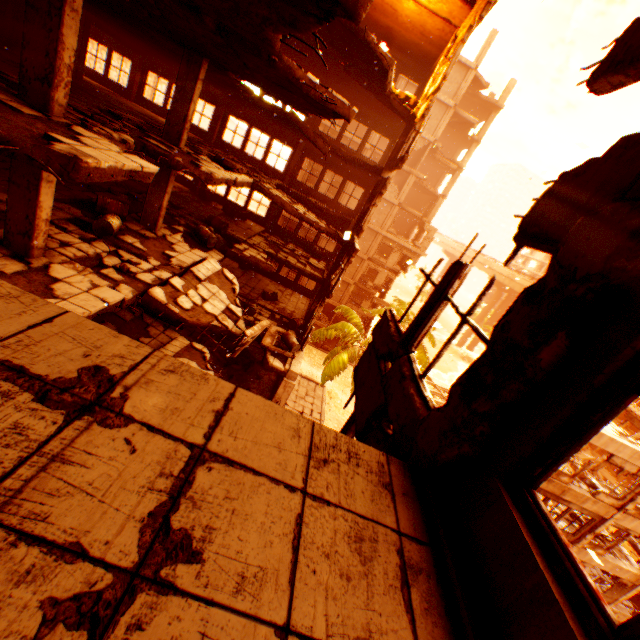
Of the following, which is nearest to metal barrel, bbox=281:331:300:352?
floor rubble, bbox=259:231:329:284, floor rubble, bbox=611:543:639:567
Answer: floor rubble, bbox=259:231:329:284

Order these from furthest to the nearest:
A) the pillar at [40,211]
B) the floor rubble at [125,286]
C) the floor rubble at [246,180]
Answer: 1. the floor rubble at [246,180]
2. the floor rubble at [125,286]
3. the pillar at [40,211]

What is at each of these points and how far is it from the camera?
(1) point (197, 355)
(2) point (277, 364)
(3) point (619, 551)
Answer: (1) floor rubble, 12.8 meters
(2) floor rubble, 13.7 meters
(3) floor rubble, 18.6 meters

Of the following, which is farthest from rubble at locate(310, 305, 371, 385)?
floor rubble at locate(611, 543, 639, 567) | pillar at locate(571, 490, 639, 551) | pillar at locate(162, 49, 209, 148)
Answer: pillar at locate(162, 49, 209, 148)

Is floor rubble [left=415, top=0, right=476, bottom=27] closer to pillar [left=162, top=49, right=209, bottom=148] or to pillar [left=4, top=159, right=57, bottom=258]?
pillar [left=4, top=159, right=57, bottom=258]

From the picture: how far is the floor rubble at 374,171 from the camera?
15.1 meters

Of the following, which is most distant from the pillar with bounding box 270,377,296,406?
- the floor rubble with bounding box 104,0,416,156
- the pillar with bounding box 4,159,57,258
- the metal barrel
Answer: the pillar with bounding box 4,159,57,258

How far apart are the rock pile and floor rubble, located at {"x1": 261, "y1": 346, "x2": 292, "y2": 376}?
0.9 meters
